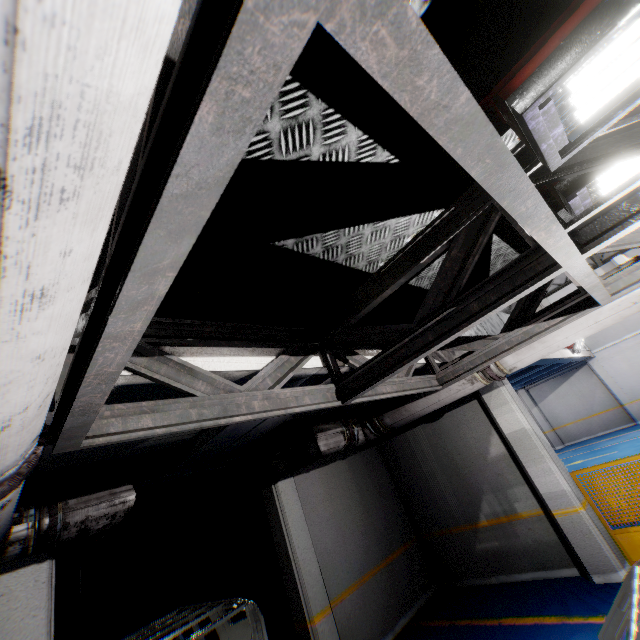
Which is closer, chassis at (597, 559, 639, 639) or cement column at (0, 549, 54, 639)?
chassis at (597, 559, 639, 639)

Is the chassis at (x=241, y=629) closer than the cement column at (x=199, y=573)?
Yes

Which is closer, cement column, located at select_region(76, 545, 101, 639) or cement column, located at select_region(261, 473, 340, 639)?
cement column, located at select_region(261, 473, 340, 639)

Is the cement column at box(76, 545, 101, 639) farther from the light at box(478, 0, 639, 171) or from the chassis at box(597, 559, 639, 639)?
the light at box(478, 0, 639, 171)

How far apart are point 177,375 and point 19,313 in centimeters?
164cm

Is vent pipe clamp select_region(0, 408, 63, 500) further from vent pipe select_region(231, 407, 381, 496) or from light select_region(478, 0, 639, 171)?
vent pipe select_region(231, 407, 381, 496)

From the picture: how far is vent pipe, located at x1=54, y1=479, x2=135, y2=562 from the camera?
3.0 meters

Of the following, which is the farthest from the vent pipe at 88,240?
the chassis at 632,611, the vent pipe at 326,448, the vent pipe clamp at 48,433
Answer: the vent pipe at 326,448
